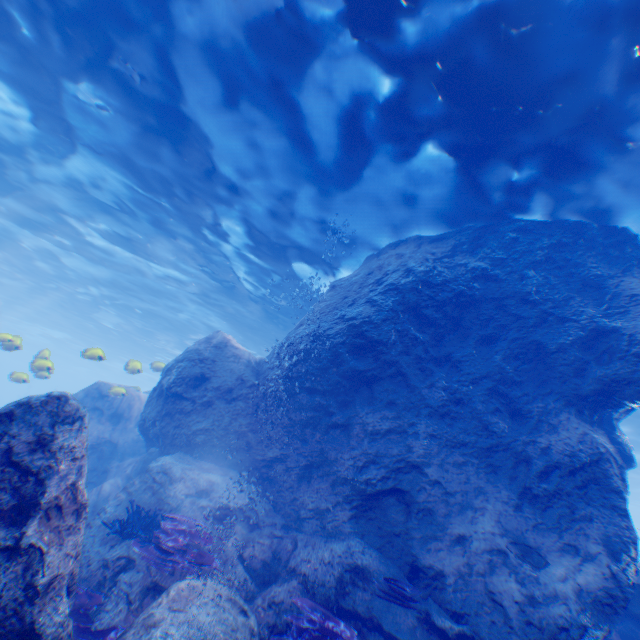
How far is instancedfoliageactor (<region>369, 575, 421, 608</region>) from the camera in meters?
5.4 m

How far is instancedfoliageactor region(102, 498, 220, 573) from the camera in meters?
5.4 m

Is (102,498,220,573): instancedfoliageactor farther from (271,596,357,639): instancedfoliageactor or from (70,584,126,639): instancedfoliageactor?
(271,596,357,639): instancedfoliageactor

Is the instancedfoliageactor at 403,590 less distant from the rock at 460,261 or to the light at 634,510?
the rock at 460,261

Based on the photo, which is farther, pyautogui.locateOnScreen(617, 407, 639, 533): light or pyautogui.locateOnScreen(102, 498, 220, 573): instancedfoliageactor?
pyautogui.locateOnScreen(617, 407, 639, 533): light

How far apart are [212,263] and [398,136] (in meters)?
10.26

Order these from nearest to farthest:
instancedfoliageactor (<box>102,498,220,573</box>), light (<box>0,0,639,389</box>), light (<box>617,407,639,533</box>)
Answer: instancedfoliageactor (<box>102,498,220,573</box>) < light (<box>0,0,639,389</box>) < light (<box>617,407,639,533</box>)
